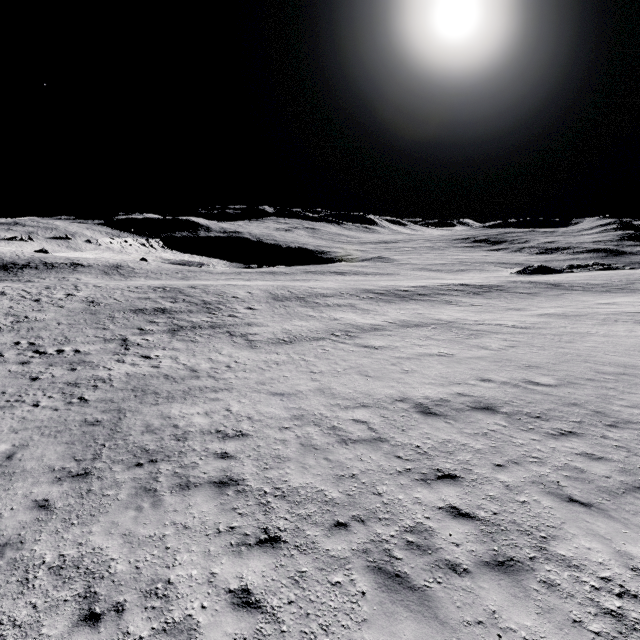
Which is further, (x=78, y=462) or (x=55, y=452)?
(x=55, y=452)
